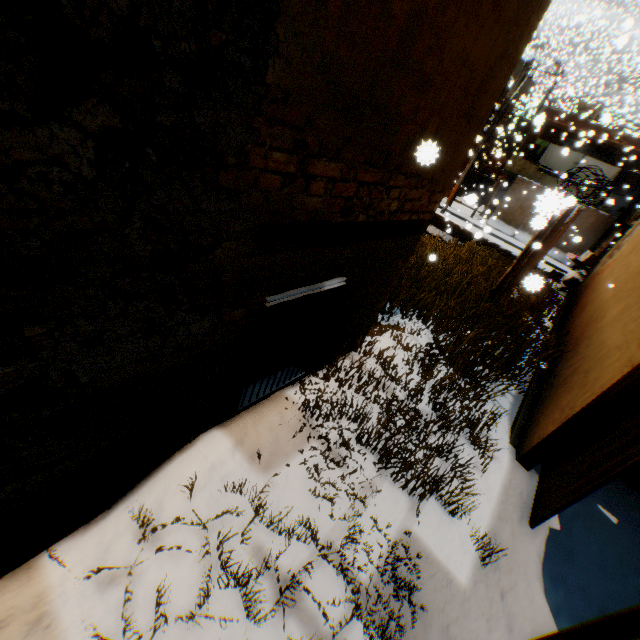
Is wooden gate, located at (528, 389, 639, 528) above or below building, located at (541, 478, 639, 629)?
above

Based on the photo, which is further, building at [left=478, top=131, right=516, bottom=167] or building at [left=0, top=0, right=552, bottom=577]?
building at [left=478, top=131, right=516, bottom=167]

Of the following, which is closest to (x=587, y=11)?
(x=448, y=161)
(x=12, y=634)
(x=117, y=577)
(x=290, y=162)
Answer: (x=448, y=161)

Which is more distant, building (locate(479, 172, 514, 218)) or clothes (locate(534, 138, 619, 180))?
building (locate(479, 172, 514, 218))

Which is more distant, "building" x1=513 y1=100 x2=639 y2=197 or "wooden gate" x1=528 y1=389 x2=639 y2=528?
"building" x1=513 y1=100 x2=639 y2=197

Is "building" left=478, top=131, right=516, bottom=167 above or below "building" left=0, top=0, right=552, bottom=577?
above

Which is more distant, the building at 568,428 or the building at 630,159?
the building at 630,159

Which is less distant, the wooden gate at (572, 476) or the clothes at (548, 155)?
the wooden gate at (572, 476)
